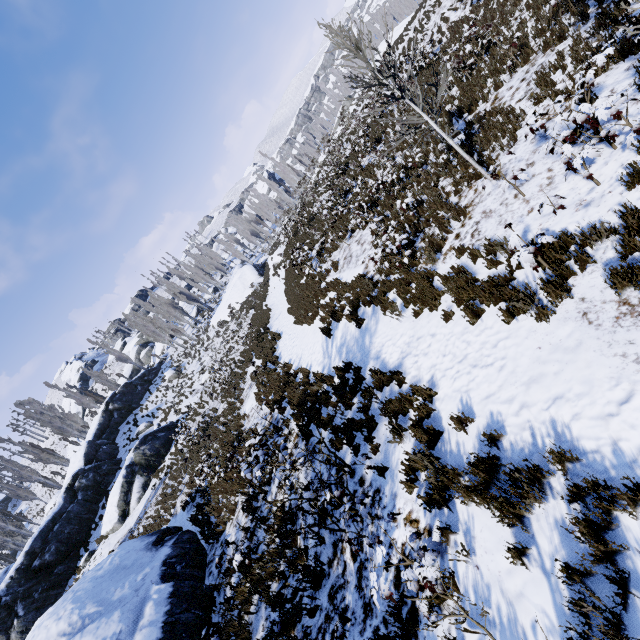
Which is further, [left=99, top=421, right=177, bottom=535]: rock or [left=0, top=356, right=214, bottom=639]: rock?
[left=99, top=421, right=177, bottom=535]: rock

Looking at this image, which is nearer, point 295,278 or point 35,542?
point 295,278

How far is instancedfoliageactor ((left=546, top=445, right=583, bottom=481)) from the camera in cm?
347

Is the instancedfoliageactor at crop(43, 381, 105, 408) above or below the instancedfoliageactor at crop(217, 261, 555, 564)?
above

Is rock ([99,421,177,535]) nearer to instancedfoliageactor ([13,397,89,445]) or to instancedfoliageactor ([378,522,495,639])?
instancedfoliageactor ([13,397,89,445])

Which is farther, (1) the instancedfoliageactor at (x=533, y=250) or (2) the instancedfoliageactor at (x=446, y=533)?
(1) the instancedfoliageactor at (x=533, y=250)

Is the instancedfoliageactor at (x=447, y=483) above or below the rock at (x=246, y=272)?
below

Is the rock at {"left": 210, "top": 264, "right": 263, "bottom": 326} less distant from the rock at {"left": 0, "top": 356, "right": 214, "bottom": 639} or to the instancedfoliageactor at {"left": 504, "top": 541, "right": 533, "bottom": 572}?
the instancedfoliageactor at {"left": 504, "top": 541, "right": 533, "bottom": 572}
